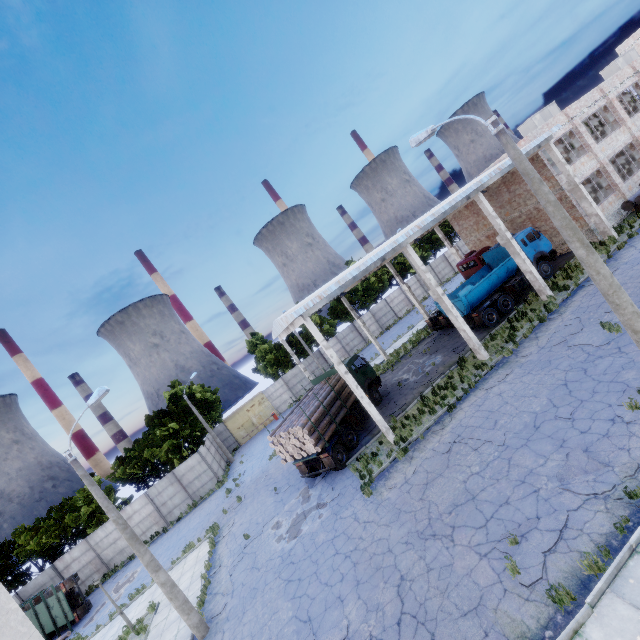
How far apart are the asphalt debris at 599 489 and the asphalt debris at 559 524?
0.5m

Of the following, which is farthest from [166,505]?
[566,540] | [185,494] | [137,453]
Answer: [566,540]

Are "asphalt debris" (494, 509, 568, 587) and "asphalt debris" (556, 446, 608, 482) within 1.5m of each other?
yes

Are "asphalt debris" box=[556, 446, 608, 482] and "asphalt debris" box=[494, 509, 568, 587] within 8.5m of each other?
yes

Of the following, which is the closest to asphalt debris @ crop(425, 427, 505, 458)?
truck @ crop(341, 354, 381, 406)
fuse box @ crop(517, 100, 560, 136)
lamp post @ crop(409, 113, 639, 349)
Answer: lamp post @ crop(409, 113, 639, 349)

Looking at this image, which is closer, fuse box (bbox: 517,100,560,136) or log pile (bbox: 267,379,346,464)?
log pile (bbox: 267,379,346,464)

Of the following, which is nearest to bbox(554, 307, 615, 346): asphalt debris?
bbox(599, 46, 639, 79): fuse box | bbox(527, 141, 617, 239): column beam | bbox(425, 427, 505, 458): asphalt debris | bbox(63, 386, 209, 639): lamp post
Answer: bbox(425, 427, 505, 458): asphalt debris

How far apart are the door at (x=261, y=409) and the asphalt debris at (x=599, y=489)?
34.6m
